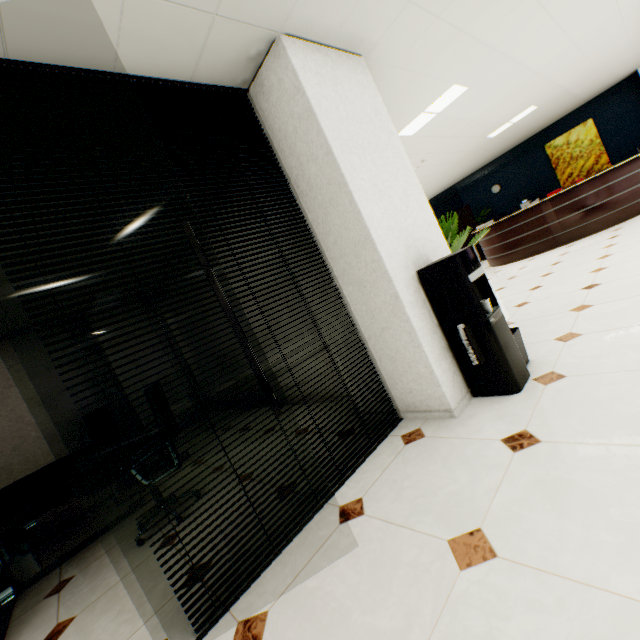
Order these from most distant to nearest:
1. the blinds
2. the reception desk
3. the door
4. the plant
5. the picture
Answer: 1. the door
2. the picture
3. the reception desk
4. the plant
5. the blinds

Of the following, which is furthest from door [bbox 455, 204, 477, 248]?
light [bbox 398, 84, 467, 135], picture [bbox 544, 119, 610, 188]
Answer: light [bbox 398, 84, 467, 135]

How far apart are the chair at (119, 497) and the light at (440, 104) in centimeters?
484cm

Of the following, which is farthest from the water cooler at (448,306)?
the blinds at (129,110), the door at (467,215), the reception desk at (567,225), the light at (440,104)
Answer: the door at (467,215)

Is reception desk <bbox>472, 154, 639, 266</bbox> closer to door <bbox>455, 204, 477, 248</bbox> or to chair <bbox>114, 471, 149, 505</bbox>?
door <bbox>455, 204, 477, 248</bbox>

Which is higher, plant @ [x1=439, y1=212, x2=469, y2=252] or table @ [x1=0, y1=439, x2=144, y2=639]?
plant @ [x1=439, y1=212, x2=469, y2=252]

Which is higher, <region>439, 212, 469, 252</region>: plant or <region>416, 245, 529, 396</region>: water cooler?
<region>439, 212, 469, 252</region>: plant

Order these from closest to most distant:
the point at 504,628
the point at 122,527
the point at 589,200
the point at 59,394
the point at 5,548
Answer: the point at 504,628 < the point at 122,527 < the point at 5,548 < the point at 59,394 < the point at 589,200
